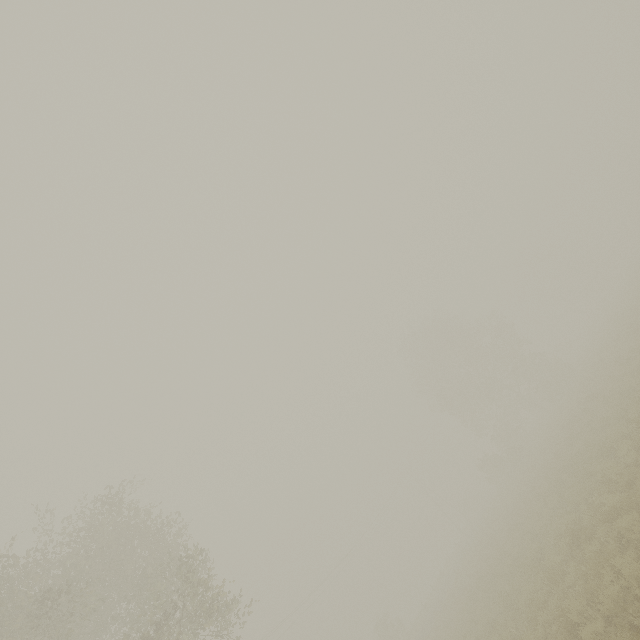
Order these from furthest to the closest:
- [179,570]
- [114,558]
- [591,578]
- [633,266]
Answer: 1. [633,266]
2. [114,558]
3. [179,570]
4. [591,578]
